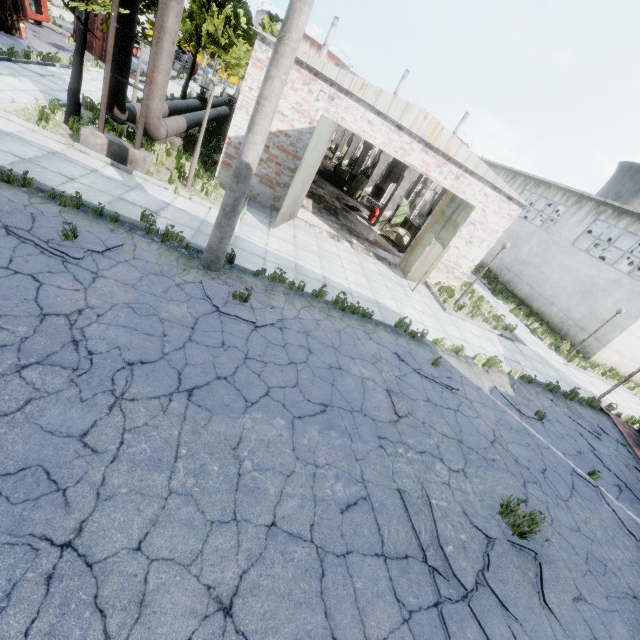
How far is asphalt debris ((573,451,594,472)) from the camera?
8.7m

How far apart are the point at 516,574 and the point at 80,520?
5.96m

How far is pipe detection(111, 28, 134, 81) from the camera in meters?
8.6

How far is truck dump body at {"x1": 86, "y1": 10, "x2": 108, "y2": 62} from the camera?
20.0 meters

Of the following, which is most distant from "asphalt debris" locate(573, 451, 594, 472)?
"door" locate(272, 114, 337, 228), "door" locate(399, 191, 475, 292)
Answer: "door" locate(272, 114, 337, 228)

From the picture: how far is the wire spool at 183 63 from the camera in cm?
3691

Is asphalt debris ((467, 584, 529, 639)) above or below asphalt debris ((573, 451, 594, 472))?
below

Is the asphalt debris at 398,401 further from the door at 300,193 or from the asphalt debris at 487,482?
the door at 300,193
